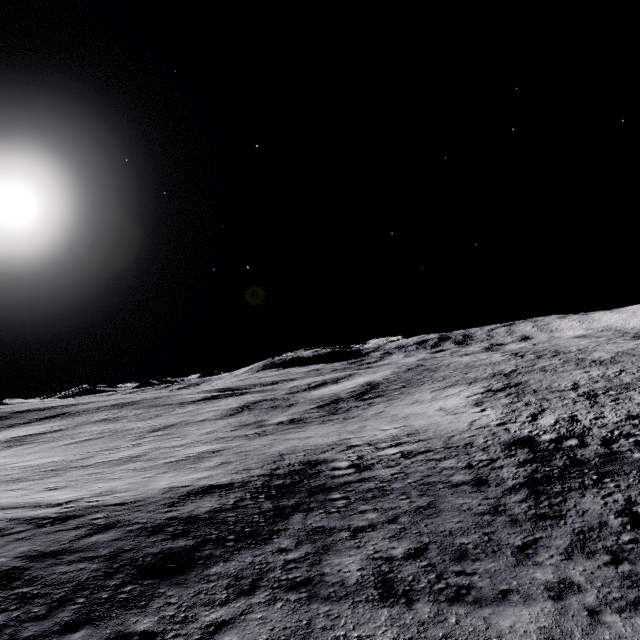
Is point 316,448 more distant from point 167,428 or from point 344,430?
point 167,428
